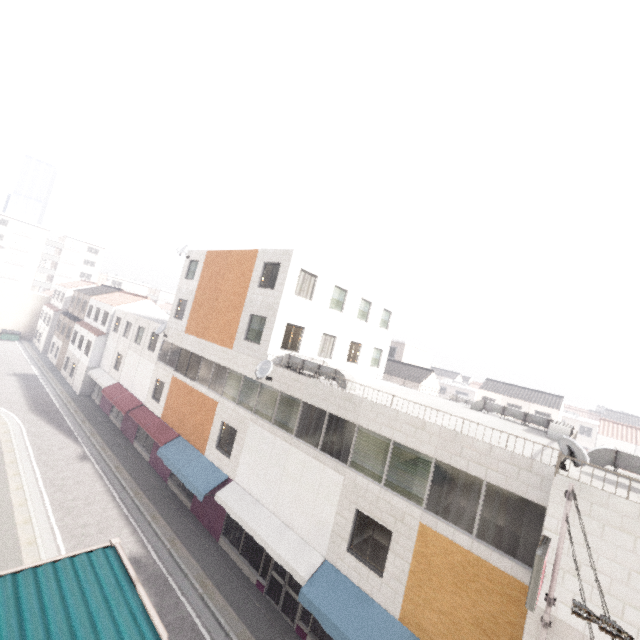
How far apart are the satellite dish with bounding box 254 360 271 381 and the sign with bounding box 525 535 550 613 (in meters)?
10.96

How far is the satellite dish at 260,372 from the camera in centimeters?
1504cm

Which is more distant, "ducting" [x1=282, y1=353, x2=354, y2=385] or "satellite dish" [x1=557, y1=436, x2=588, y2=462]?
"ducting" [x1=282, y1=353, x2=354, y2=385]

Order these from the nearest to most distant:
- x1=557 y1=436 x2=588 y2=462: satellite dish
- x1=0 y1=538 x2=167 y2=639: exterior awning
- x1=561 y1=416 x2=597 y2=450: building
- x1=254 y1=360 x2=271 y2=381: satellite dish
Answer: x1=0 y1=538 x2=167 y2=639: exterior awning
x1=557 y1=436 x2=588 y2=462: satellite dish
x1=254 y1=360 x2=271 y2=381: satellite dish
x1=561 y1=416 x2=597 y2=450: building

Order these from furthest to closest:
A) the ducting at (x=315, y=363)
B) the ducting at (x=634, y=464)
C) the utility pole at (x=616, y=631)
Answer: the ducting at (x=315, y=363) → the ducting at (x=634, y=464) → the utility pole at (x=616, y=631)

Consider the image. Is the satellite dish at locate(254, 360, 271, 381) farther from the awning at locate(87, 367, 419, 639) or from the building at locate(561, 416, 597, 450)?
the building at locate(561, 416, 597, 450)

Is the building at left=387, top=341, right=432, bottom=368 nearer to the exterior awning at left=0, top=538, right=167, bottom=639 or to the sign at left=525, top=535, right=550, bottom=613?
the sign at left=525, top=535, right=550, bottom=613

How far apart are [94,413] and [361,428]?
26.5m
